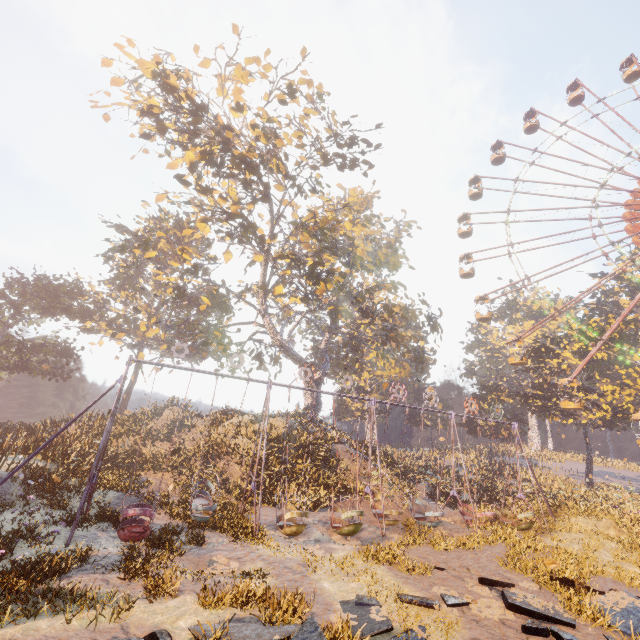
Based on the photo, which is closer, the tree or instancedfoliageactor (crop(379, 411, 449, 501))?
the tree

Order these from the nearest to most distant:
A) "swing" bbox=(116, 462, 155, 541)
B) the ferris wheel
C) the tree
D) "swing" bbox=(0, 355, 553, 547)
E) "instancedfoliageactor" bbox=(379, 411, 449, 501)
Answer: "swing" bbox=(116, 462, 155, 541)
"swing" bbox=(0, 355, 553, 547)
the tree
"instancedfoliageactor" bbox=(379, 411, 449, 501)
the ferris wheel

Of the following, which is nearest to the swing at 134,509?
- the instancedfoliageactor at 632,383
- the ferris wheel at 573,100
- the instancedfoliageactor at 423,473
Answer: the instancedfoliageactor at 632,383

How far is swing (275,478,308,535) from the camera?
12.98m

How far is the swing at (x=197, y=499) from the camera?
13.16m

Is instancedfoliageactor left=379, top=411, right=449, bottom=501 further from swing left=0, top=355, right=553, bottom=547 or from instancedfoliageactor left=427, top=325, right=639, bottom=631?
instancedfoliageactor left=427, top=325, right=639, bottom=631

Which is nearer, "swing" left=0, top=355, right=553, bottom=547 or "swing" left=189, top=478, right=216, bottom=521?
"swing" left=0, top=355, right=553, bottom=547

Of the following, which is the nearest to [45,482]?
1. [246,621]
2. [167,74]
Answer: [246,621]
